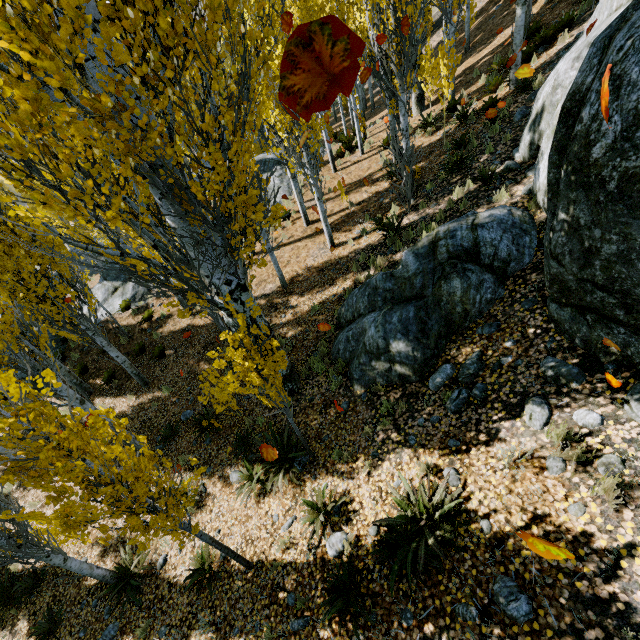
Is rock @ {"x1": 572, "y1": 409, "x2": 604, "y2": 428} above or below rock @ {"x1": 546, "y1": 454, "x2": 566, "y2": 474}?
above

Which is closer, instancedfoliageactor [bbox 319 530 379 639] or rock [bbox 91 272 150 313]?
instancedfoliageactor [bbox 319 530 379 639]

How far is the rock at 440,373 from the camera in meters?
5.6 m

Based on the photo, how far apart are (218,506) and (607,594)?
6.9 meters

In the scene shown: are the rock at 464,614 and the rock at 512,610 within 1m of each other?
yes

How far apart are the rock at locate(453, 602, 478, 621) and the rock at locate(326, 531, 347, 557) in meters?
1.8 m

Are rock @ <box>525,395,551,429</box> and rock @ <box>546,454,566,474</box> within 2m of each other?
yes

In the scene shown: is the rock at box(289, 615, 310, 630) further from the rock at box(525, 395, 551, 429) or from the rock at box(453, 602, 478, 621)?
the rock at box(453, 602, 478, 621)
